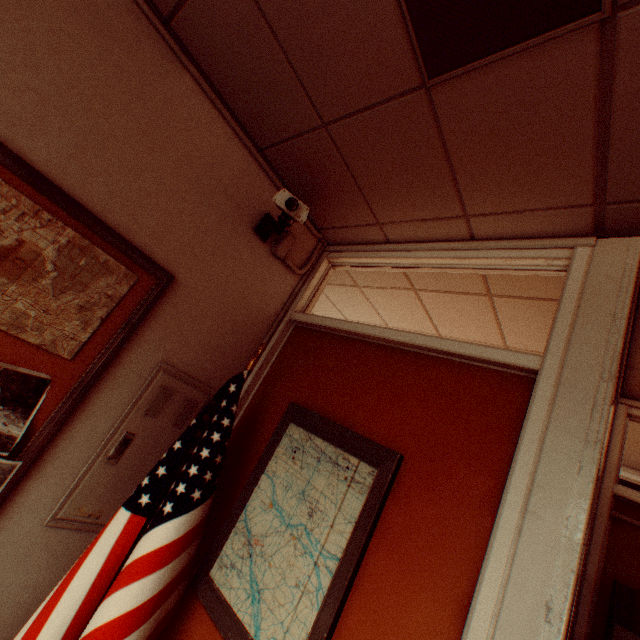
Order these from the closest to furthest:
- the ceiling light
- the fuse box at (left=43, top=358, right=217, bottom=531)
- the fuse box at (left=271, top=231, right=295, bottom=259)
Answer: the ceiling light < the fuse box at (left=43, top=358, right=217, bottom=531) < the fuse box at (left=271, top=231, right=295, bottom=259)

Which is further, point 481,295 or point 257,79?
point 481,295

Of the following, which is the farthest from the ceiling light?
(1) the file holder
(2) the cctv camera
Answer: (1) the file holder

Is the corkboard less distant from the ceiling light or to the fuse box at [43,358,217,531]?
the fuse box at [43,358,217,531]

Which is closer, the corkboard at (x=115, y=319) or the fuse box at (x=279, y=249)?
the corkboard at (x=115, y=319)

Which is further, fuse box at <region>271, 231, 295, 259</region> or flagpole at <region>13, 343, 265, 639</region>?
fuse box at <region>271, 231, 295, 259</region>

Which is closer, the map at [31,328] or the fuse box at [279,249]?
the map at [31,328]

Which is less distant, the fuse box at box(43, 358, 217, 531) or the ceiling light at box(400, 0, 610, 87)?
the ceiling light at box(400, 0, 610, 87)
